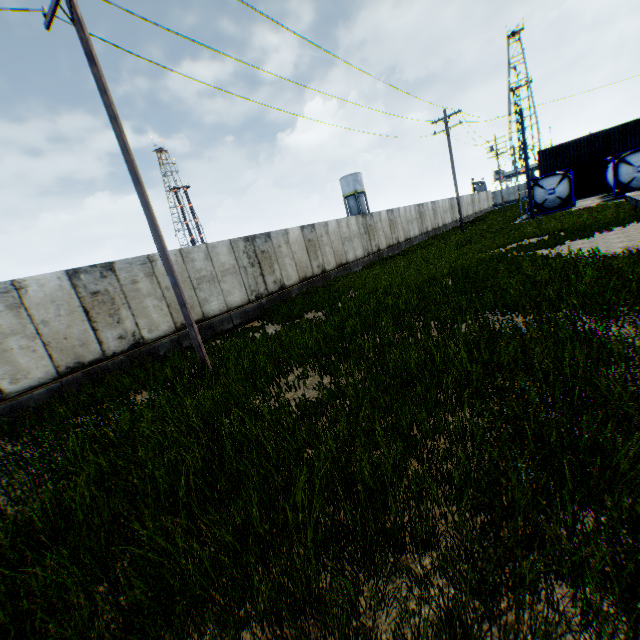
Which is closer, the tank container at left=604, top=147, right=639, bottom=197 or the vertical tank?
the tank container at left=604, top=147, right=639, bottom=197

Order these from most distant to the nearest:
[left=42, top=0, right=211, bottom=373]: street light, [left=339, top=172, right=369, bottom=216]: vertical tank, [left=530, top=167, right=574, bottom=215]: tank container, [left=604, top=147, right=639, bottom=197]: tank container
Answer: [left=339, top=172, right=369, bottom=216]: vertical tank, [left=530, top=167, right=574, bottom=215]: tank container, [left=604, top=147, right=639, bottom=197]: tank container, [left=42, top=0, right=211, bottom=373]: street light

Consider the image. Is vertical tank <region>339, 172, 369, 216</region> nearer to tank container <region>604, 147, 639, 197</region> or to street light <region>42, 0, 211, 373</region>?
tank container <region>604, 147, 639, 197</region>

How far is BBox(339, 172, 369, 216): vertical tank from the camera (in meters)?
56.45

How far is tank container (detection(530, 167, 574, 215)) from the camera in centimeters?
2517cm

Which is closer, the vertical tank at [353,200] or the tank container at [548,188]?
the tank container at [548,188]

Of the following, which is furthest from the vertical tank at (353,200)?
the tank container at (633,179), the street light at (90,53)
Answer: the street light at (90,53)

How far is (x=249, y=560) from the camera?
2.88m
